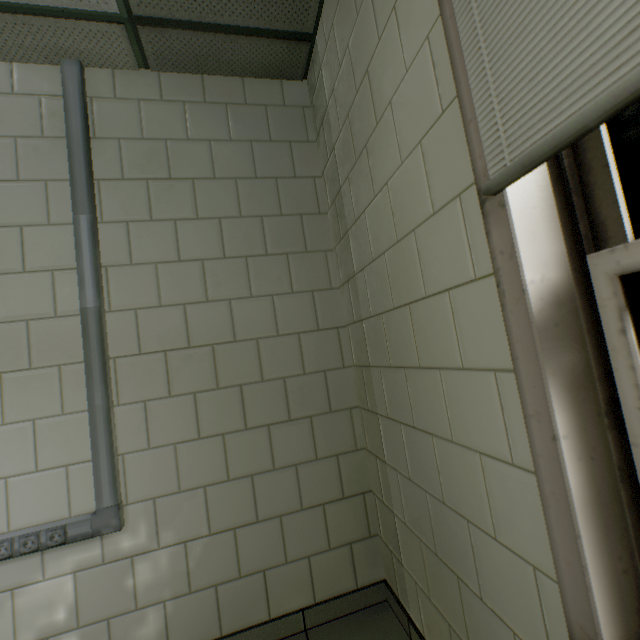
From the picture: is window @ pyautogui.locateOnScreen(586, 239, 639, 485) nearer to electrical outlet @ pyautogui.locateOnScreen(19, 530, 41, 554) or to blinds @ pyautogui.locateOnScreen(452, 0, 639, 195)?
blinds @ pyautogui.locateOnScreen(452, 0, 639, 195)

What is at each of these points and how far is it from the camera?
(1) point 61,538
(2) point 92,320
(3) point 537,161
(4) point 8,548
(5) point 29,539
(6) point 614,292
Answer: (1) electrical outlet, 1.50m
(2) cable duct, 1.66m
(3) blinds, 0.63m
(4) electrical outlet, 1.45m
(5) electrical outlet, 1.48m
(6) window, 0.66m

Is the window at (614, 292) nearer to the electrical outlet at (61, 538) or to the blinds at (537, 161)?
the blinds at (537, 161)

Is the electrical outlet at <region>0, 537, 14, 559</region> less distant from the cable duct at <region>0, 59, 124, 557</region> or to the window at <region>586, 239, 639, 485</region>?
the cable duct at <region>0, 59, 124, 557</region>

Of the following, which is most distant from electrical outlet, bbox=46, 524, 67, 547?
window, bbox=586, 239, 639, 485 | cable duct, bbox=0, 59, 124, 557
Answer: window, bbox=586, 239, 639, 485

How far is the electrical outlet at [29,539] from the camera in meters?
1.5 m
